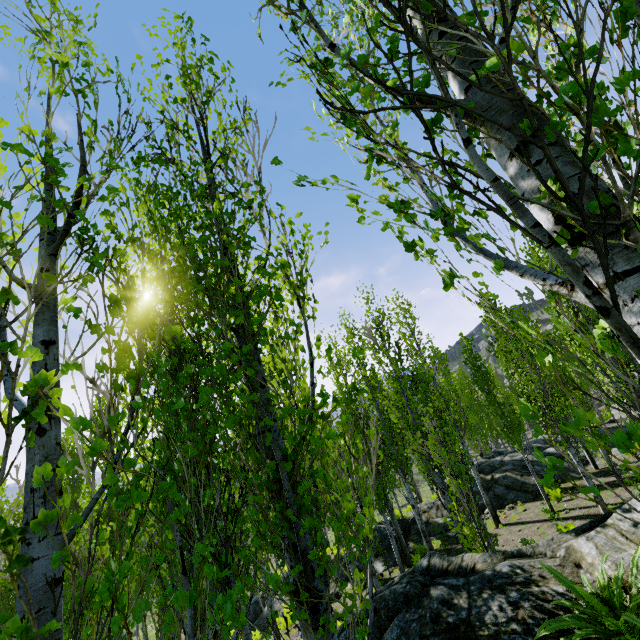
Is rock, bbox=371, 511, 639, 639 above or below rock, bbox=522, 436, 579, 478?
above

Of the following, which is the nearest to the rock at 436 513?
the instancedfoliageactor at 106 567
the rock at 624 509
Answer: the instancedfoliageactor at 106 567

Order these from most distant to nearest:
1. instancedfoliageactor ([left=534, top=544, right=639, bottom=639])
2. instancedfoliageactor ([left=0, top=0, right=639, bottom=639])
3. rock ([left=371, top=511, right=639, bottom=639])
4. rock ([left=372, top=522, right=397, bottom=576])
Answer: rock ([left=372, top=522, right=397, bottom=576]), rock ([left=371, top=511, right=639, bottom=639]), instancedfoliageactor ([left=534, top=544, right=639, bottom=639]), instancedfoliageactor ([left=0, top=0, right=639, bottom=639])

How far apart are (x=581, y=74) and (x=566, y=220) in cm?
102

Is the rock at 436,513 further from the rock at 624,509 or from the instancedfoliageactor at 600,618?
the rock at 624,509

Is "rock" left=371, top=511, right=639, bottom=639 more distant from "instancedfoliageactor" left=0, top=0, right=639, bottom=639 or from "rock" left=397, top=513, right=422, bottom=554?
"rock" left=397, top=513, right=422, bottom=554

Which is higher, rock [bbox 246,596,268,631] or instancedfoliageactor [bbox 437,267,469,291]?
instancedfoliageactor [bbox 437,267,469,291]

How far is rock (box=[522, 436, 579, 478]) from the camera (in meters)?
16.08
